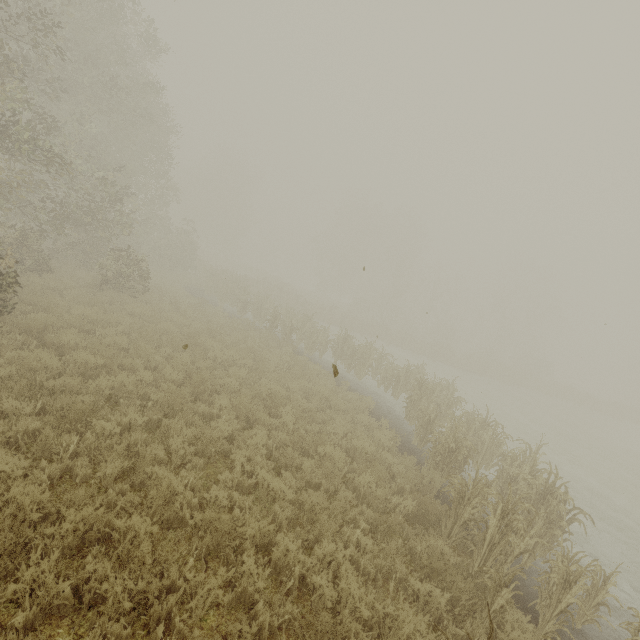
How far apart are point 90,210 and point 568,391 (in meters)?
45.67
